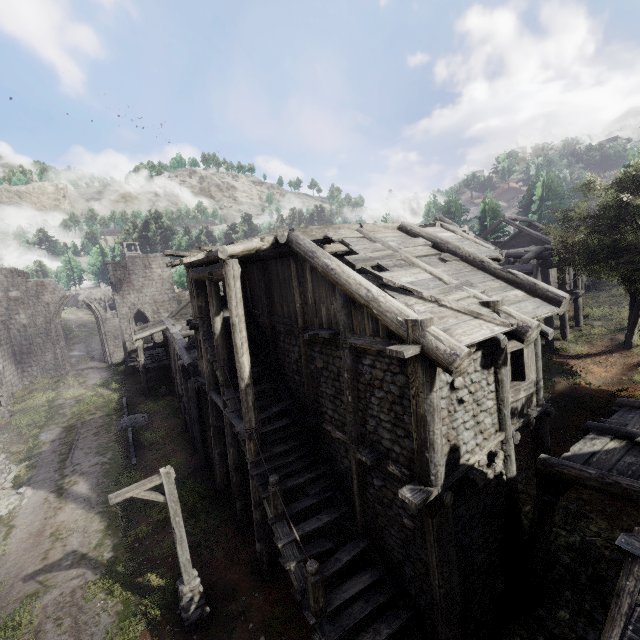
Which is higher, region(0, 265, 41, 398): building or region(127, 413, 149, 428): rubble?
region(0, 265, 41, 398): building

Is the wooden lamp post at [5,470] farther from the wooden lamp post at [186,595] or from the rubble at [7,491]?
the wooden lamp post at [186,595]

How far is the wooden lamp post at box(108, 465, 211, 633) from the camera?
8.5 meters

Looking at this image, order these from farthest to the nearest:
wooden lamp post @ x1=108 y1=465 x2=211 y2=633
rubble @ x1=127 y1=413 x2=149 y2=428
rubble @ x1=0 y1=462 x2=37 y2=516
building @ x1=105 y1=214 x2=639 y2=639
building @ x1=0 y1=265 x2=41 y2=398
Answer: building @ x1=0 y1=265 x2=41 y2=398, rubble @ x1=127 y1=413 x2=149 y2=428, rubble @ x1=0 y1=462 x2=37 y2=516, wooden lamp post @ x1=108 y1=465 x2=211 y2=633, building @ x1=105 y1=214 x2=639 y2=639

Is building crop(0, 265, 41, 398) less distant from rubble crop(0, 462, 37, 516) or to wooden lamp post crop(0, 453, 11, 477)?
rubble crop(0, 462, 37, 516)

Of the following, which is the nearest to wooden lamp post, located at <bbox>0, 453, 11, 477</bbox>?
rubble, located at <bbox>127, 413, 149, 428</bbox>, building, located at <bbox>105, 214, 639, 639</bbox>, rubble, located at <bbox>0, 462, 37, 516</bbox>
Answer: rubble, located at <bbox>0, 462, 37, 516</bbox>

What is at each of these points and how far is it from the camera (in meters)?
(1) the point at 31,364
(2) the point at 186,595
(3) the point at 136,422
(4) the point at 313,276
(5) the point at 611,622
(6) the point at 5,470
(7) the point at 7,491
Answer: (1) building, 30.02
(2) wooden lamp post, 9.23
(3) rubble, 21.53
(4) building, 9.44
(5) building, 3.36
(6) wooden lamp post, 16.83
(7) rubble, 15.49

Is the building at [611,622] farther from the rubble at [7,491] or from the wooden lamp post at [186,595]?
the wooden lamp post at [186,595]
